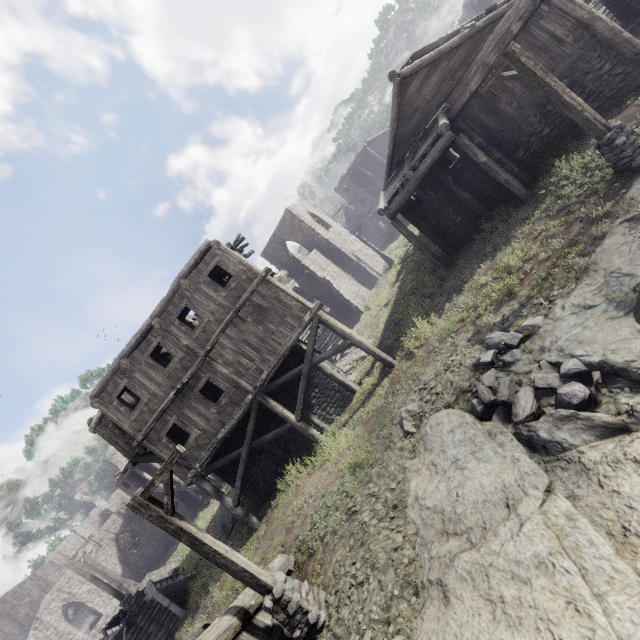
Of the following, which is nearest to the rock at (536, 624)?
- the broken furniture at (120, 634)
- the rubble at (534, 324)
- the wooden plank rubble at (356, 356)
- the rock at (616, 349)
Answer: the rubble at (534, 324)

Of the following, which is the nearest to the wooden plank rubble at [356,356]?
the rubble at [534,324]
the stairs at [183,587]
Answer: the rubble at [534,324]

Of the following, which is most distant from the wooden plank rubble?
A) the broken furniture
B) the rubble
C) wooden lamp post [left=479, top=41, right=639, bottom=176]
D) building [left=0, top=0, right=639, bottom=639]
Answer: the broken furniture

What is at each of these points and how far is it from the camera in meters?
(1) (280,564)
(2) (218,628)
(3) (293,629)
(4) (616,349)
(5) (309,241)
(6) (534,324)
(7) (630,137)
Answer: (1) building, 9.0
(2) building, 6.5
(3) wooden lamp post, 6.7
(4) rock, 6.3
(5) building, 31.9
(6) rubble, 8.2
(7) wooden lamp post, 8.6

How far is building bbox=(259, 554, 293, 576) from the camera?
8.4m

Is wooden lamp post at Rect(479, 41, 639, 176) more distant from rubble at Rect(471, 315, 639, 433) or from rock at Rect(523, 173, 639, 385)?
rubble at Rect(471, 315, 639, 433)

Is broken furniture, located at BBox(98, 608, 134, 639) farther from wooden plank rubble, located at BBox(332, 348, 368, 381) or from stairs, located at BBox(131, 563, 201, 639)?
wooden plank rubble, located at BBox(332, 348, 368, 381)

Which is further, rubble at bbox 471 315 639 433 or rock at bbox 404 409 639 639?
rubble at bbox 471 315 639 433
